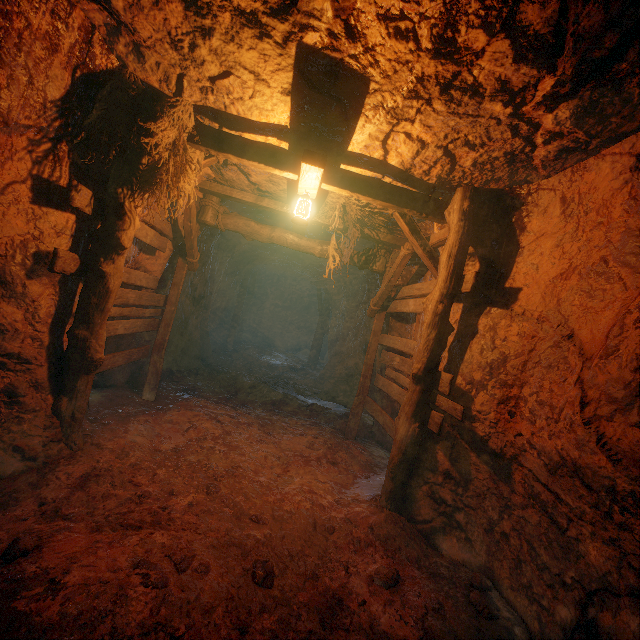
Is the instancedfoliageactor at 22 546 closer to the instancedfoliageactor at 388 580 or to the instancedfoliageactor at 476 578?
the instancedfoliageactor at 388 580

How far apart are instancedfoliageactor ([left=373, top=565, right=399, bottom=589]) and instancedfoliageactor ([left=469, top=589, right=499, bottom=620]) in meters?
0.7 m

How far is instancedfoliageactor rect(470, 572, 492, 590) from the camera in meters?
3.1 m

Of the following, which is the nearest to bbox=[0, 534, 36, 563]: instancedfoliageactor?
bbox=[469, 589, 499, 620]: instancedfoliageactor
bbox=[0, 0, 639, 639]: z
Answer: bbox=[0, 0, 639, 639]: z

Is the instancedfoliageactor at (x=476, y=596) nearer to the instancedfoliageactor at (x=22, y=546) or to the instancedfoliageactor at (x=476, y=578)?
the instancedfoliageactor at (x=476, y=578)

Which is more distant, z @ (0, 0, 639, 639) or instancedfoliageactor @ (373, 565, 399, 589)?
instancedfoliageactor @ (373, 565, 399, 589)

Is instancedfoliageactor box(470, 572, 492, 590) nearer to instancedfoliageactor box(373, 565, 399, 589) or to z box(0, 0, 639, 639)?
z box(0, 0, 639, 639)

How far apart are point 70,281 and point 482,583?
5.4m
